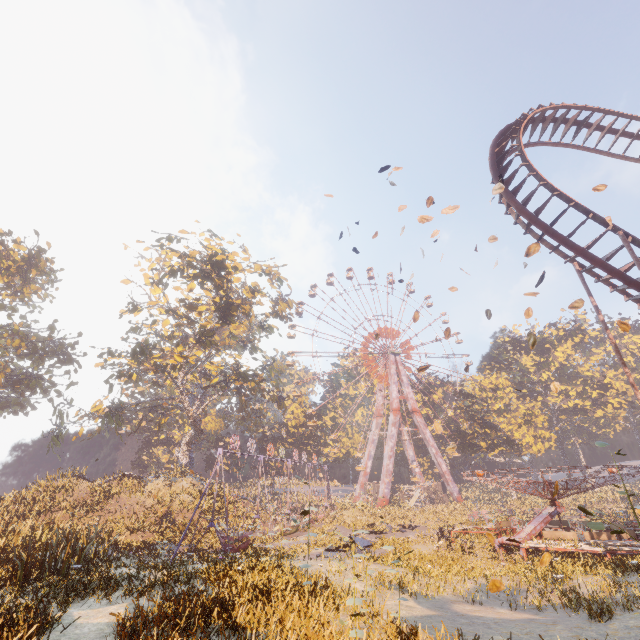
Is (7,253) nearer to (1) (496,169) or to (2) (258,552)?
(2) (258,552)

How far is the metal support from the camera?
49.8 meters

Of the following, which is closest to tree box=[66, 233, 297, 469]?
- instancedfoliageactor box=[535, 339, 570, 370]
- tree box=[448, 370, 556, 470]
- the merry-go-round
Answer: the merry-go-round

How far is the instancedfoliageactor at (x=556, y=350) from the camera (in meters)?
57.57

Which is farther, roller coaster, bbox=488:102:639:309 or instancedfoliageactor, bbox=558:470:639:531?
roller coaster, bbox=488:102:639:309

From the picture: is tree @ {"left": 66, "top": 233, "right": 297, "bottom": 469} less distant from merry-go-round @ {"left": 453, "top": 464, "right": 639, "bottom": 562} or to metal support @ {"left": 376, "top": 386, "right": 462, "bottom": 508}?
metal support @ {"left": 376, "top": 386, "right": 462, "bottom": 508}

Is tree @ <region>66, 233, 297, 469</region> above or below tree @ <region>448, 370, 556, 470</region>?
above

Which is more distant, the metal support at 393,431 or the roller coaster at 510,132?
the metal support at 393,431
